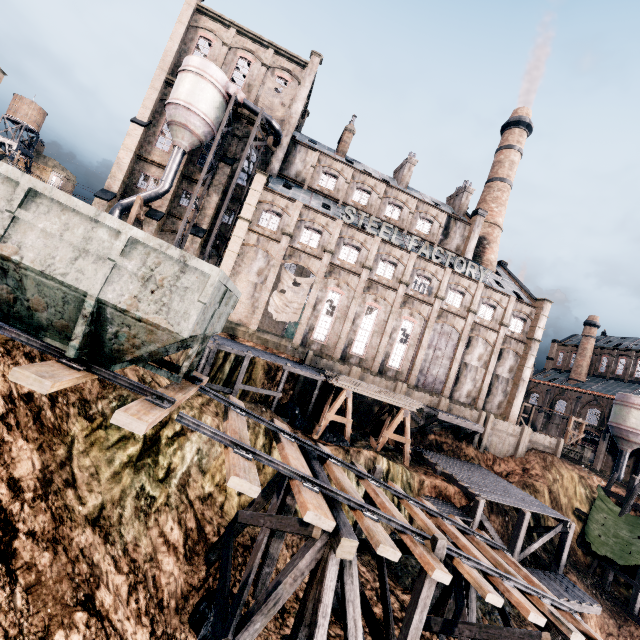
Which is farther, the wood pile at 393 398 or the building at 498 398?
the building at 498 398

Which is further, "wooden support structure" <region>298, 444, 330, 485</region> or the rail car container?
"wooden support structure" <region>298, 444, 330, 485</region>

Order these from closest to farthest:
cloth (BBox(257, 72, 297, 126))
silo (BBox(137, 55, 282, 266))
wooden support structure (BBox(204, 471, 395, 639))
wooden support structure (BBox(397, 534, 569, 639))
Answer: wooden support structure (BBox(204, 471, 395, 639)) < wooden support structure (BBox(397, 534, 569, 639)) < silo (BBox(137, 55, 282, 266)) < cloth (BBox(257, 72, 297, 126))

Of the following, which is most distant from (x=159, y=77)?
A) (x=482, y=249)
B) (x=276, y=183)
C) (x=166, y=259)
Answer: (x=482, y=249)

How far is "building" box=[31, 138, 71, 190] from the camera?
54.0 meters

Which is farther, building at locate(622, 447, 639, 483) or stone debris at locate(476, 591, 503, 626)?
building at locate(622, 447, 639, 483)

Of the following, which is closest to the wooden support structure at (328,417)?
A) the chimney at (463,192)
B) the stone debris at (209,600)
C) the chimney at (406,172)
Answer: the stone debris at (209,600)

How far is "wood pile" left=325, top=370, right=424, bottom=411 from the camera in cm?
2422
